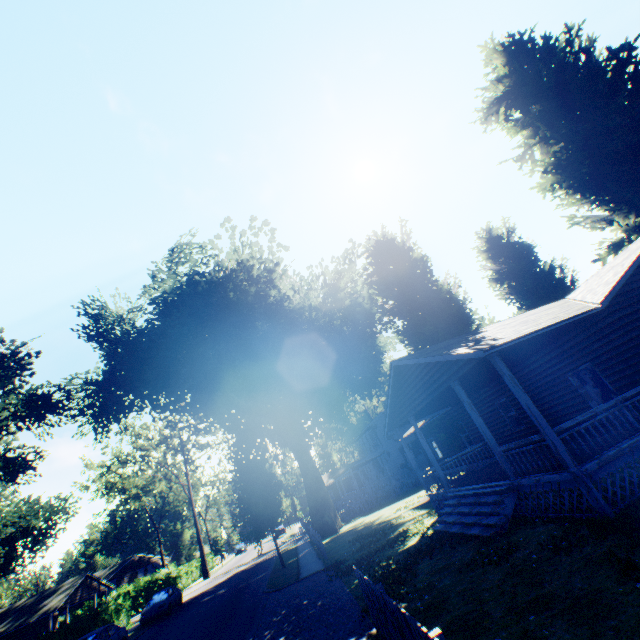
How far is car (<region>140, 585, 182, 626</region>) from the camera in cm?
2320

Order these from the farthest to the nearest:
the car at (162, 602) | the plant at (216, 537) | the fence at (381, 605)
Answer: the plant at (216, 537), the car at (162, 602), the fence at (381, 605)

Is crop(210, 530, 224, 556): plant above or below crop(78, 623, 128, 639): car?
above

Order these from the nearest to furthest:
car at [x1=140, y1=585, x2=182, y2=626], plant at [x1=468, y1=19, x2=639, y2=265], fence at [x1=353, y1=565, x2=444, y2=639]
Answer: fence at [x1=353, y1=565, x2=444, y2=639] < plant at [x1=468, y1=19, x2=639, y2=265] < car at [x1=140, y1=585, x2=182, y2=626]

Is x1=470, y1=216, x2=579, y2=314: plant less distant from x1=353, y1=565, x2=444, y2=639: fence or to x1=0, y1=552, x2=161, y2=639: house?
x1=353, y1=565, x2=444, y2=639: fence

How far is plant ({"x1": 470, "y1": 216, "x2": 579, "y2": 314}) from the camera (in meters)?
25.27

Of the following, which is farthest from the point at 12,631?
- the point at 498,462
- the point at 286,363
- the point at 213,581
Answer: the point at 498,462

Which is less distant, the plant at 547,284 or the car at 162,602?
the car at 162,602
